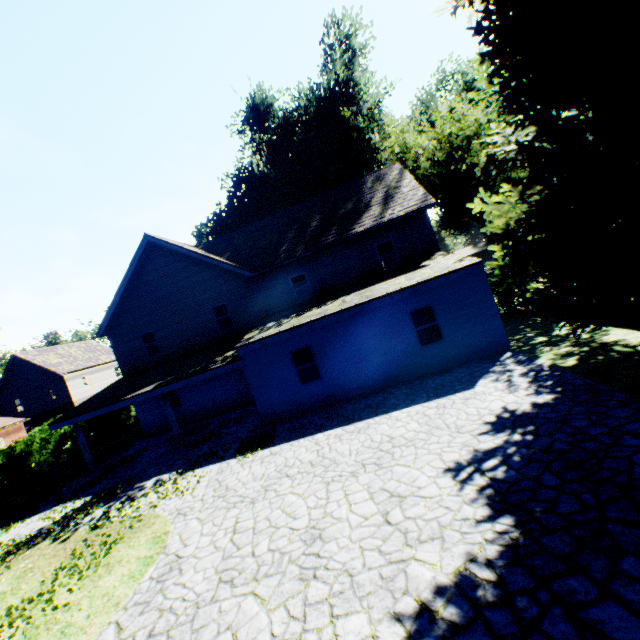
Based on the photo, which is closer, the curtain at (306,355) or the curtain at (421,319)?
the curtain at (421,319)

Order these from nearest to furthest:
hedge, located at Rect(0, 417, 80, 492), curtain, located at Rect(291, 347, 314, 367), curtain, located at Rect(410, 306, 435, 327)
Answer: curtain, located at Rect(410, 306, 435, 327) → curtain, located at Rect(291, 347, 314, 367) → hedge, located at Rect(0, 417, 80, 492)

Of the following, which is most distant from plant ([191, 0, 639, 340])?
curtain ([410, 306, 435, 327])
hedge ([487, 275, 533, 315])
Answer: curtain ([410, 306, 435, 327])

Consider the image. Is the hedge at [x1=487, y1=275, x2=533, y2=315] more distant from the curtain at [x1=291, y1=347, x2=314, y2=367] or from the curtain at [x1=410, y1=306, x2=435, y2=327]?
the curtain at [x1=291, y1=347, x2=314, y2=367]

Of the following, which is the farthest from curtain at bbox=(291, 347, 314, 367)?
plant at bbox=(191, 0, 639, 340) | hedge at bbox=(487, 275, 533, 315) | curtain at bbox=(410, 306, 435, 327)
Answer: hedge at bbox=(487, 275, 533, 315)

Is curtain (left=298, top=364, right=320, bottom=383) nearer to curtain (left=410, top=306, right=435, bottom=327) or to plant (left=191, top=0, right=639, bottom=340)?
curtain (left=410, top=306, right=435, bottom=327)

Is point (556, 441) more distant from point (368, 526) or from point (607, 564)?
point (368, 526)

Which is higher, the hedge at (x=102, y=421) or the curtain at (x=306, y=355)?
the curtain at (x=306, y=355)
